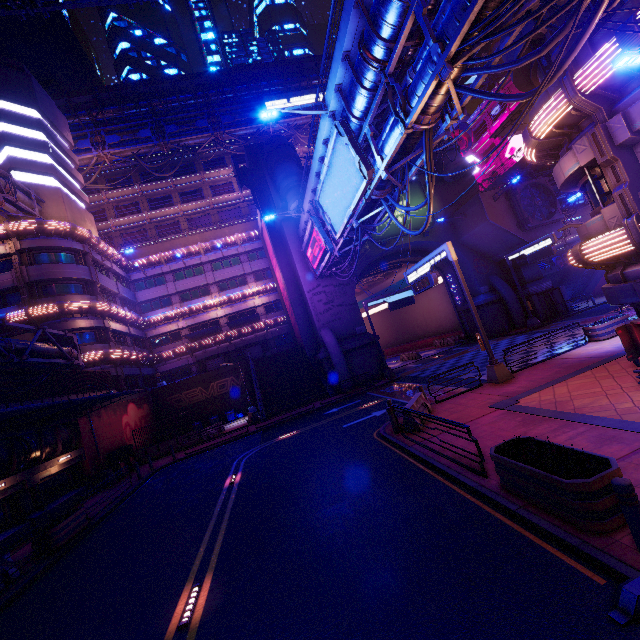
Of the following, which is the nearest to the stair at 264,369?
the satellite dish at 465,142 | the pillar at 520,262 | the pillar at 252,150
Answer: the pillar at 252,150

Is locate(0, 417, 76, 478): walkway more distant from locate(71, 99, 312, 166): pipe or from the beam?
locate(71, 99, 312, 166): pipe

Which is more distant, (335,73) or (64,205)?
(64,205)

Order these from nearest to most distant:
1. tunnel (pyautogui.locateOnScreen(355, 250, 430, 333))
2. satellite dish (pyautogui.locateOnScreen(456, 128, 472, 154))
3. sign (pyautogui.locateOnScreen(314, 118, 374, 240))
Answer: sign (pyautogui.locateOnScreen(314, 118, 374, 240))
tunnel (pyautogui.locateOnScreen(355, 250, 430, 333))
satellite dish (pyautogui.locateOnScreen(456, 128, 472, 154))

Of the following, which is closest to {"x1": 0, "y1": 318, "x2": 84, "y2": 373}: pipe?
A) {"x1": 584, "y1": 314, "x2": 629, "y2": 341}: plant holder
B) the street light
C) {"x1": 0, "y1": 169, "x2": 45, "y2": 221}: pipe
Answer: {"x1": 0, "y1": 169, "x2": 45, "y2": 221}: pipe

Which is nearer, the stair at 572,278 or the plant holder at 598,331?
the plant holder at 598,331

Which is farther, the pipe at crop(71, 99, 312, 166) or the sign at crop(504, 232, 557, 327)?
the pipe at crop(71, 99, 312, 166)

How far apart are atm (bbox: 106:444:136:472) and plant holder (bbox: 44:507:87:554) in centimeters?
937cm
